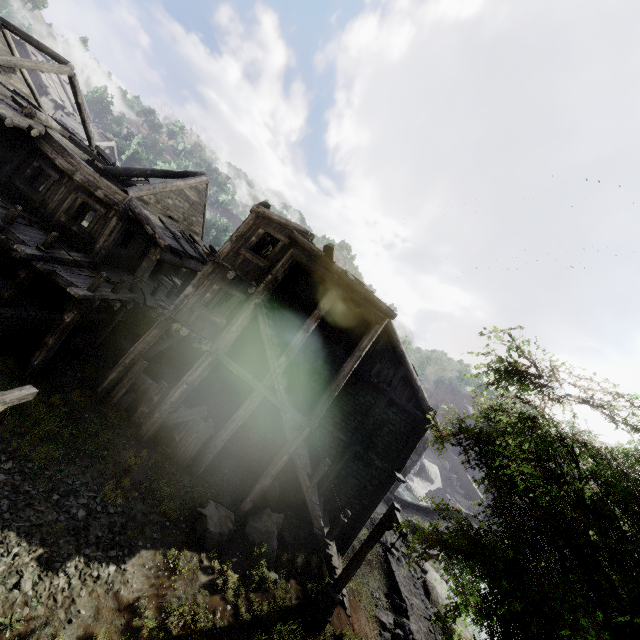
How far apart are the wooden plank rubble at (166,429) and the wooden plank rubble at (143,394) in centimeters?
44cm

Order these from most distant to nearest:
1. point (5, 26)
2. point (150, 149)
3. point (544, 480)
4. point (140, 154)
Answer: point (150, 149), point (140, 154), point (5, 26), point (544, 480)

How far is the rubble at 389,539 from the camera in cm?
1952

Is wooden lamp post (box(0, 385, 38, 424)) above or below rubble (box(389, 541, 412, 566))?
above

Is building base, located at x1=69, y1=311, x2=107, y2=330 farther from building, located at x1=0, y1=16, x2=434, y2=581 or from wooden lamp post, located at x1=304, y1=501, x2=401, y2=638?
wooden lamp post, located at x1=304, y1=501, x2=401, y2=638

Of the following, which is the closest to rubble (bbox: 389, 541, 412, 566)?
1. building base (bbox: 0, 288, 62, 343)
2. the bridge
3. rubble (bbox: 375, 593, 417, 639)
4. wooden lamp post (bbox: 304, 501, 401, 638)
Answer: rubble (bbox: 375, 593, 417, 639)

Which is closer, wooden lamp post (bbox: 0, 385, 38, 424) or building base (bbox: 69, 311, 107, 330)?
wooden lamp post (bbox: 0, 385, 38, 424)

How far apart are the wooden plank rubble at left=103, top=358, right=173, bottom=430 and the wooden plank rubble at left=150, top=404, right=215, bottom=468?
0.4 meters
